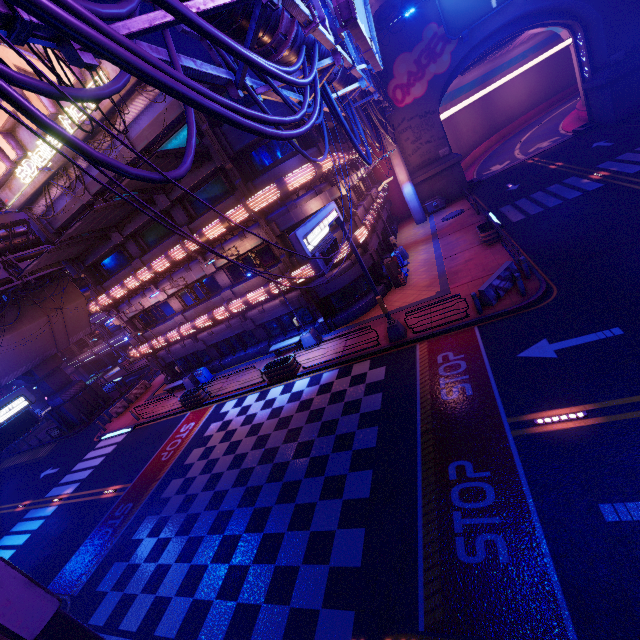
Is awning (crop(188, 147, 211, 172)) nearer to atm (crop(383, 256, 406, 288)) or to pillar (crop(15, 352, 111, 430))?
atm (crop(383, 256, 406, 288))

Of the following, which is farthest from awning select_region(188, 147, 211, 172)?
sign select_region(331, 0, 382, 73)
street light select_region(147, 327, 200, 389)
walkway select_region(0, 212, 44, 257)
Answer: walkway select_region(0, 212, 44, 257)

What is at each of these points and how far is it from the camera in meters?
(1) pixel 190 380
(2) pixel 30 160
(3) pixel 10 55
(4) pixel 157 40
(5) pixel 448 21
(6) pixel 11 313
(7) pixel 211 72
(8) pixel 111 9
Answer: (1) street light, 25.1
(2) sign, 19.2
(3) sign, 15.8
(4) sign, 5.8
(5) sign, 27.8
(6) walkway, 29.5
(7) pipe, 6.2
(8) cable, 3.9

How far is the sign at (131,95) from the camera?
15.9m

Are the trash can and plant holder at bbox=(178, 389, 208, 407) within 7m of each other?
yes

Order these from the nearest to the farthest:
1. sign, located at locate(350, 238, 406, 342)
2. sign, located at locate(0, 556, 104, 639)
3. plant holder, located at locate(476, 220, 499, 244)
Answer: sign, located at locate(0, 556, 104, 639), sign, located at locate(350, 238, 406, 342), plant holder, located at locate(476, 220, 499, 244)

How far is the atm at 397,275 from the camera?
20.84m

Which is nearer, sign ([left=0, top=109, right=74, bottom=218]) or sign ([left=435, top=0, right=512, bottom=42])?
sign ([left=0, top=109, right=74, bottom=218])
